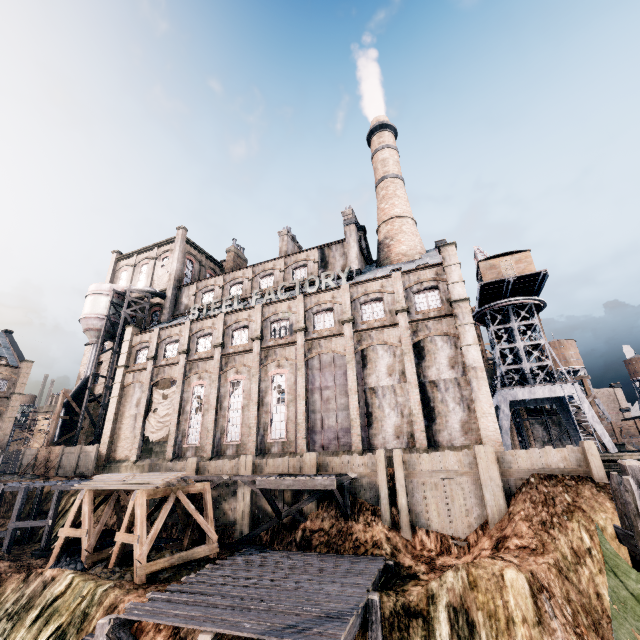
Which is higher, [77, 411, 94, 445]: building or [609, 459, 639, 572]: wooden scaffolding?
[77, 411, 94, 445]: building

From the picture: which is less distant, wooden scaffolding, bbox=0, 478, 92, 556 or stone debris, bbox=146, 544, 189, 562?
stone debris, bbox=146, 544, 189, 562

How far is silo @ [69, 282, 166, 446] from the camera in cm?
3687

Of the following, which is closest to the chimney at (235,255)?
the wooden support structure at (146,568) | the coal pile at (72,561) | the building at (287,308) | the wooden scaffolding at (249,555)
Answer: the building at (287,308)

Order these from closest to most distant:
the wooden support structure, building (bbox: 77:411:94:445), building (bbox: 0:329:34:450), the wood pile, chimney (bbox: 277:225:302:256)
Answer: the wooden support structure < the wood pile < building (bbox: 77:411:94:445) < chimney (bbox: 277:225:302:256) < building (bbox: 0:329:34:450)

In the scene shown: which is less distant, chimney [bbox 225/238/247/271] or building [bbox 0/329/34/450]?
building [bbox 0/329/34/450]

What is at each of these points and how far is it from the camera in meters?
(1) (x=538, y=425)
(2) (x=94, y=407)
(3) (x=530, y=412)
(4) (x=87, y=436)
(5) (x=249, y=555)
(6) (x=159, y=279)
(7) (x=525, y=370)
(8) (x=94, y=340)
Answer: (1) building, 44.8
(2) building, 40.9
(3) building, 50.5
(4) building, 39.5
(5) wooden scaffolding, 17.3
(6) cloth, 47.0
(7) crane, 36.9
(8) silo, 42.0

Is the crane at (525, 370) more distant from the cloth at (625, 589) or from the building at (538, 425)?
the cloth at (625, 589)
